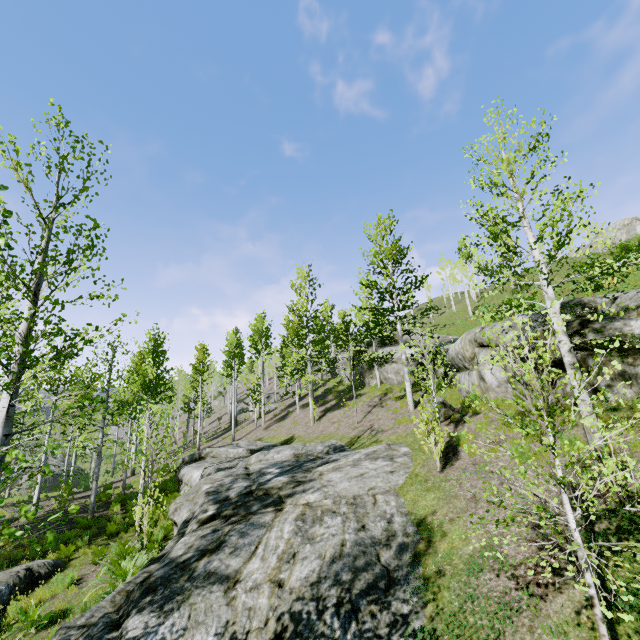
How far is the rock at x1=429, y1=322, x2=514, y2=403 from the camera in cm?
1192

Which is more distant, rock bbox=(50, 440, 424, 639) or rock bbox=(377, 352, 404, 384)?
rock bbox=(377, 352, 404, 384)

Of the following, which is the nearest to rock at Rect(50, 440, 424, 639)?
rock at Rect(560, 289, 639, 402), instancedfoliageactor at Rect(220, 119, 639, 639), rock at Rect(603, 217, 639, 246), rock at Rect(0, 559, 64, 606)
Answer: instancedfoliageactor at Rect(220, 119, 639, 639)

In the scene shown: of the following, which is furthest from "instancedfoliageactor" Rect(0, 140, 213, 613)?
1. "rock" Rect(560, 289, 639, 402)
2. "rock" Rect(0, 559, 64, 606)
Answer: "rock" Rect(560, 289, 639, 402)

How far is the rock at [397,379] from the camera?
21.8 meters

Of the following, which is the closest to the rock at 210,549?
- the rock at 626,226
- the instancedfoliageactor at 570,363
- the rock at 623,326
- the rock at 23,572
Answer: the instancedfoliageactor at 570,363

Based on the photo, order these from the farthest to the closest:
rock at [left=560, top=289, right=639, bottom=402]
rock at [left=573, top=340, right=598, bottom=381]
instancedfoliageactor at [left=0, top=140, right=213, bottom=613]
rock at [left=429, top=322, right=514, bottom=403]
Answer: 1. rock at [left=429, top=322, right=514, bottom=403]
2. rock at [left=573, top=340, right=598, bottom=381]
3. rock at [left=560, top=289, right=639, bottom=402]
4. instancedfoliageactor at [left=0, top=140, right=213, bottom=613]

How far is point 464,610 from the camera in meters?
5.1
